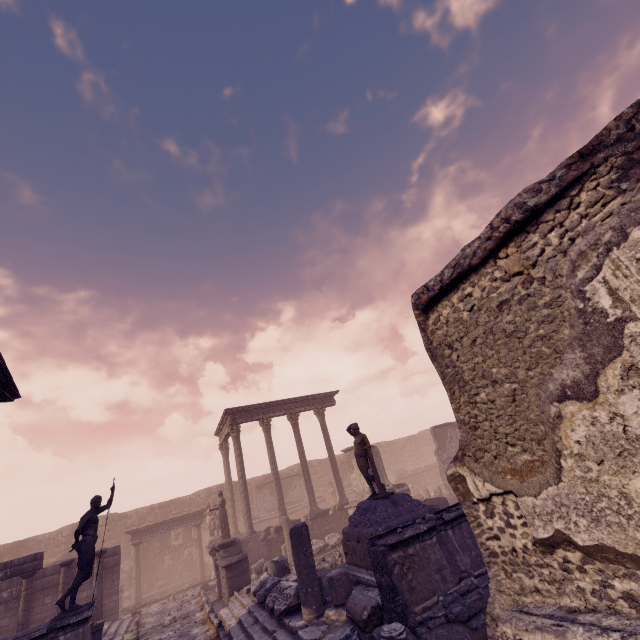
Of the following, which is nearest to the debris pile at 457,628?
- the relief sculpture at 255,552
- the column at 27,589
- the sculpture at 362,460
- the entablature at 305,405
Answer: the relief sculpture at 255,552

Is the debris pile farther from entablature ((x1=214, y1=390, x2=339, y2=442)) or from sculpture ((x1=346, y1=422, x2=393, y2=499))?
entablature ((x1=214, y1=390, x2=339, y2=442))

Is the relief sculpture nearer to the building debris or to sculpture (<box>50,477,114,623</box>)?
the building debris

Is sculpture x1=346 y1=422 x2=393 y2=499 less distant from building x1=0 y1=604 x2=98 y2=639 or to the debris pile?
the debris pile

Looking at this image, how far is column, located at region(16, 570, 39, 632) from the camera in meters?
10.9

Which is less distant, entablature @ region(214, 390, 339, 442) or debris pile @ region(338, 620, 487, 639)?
debris pile @ region(338, 620, 487, 639)

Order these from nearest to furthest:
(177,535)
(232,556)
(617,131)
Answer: (617,131)
(232,556)
(177,535)

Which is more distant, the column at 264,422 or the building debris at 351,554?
the column at 264,422
